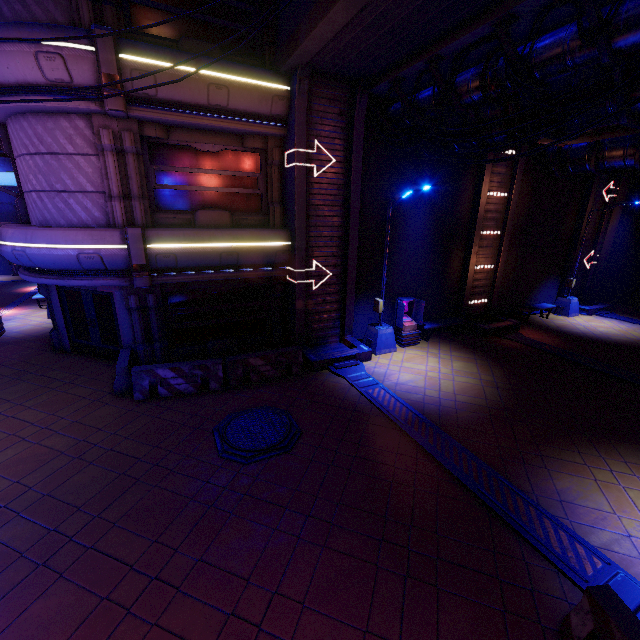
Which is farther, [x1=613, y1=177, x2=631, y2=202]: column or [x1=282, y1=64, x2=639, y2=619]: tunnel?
[x1=613, y1=177, x2=631, y2=202]: column

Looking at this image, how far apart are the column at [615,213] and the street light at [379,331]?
15.84m

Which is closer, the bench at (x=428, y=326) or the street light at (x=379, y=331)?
the street light at (x=379, y=331)

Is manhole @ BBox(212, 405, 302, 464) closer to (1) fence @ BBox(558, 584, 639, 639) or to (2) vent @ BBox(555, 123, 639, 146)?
(1) fence @ BBox(558, 584, 639, 639)

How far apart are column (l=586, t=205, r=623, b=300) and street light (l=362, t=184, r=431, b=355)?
15.8 meters

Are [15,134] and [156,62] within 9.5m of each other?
yes

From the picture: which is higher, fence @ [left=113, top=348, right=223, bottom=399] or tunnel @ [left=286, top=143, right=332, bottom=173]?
tunnel @ [left=286, top=143, right=332, bottom=173]
